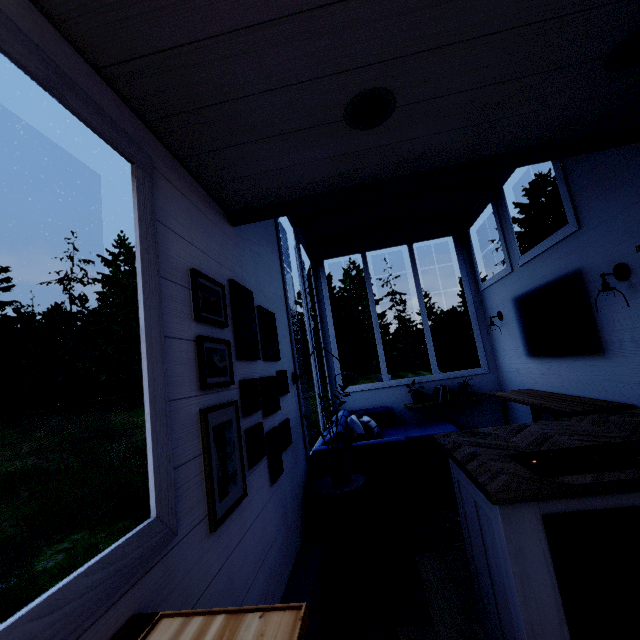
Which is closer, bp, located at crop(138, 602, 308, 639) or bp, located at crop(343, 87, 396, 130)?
bp, located at crop(138, 602, 308, 639)

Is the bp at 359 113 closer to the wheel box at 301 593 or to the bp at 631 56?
the bp at 631 56

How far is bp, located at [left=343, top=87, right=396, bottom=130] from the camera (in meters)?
1.22

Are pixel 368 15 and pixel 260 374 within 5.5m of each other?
yes

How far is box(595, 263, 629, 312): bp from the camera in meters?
2.5 m

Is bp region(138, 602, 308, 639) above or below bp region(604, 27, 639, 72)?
below

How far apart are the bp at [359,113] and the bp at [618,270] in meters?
2.3

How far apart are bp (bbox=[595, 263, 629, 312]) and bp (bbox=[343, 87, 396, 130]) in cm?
233
